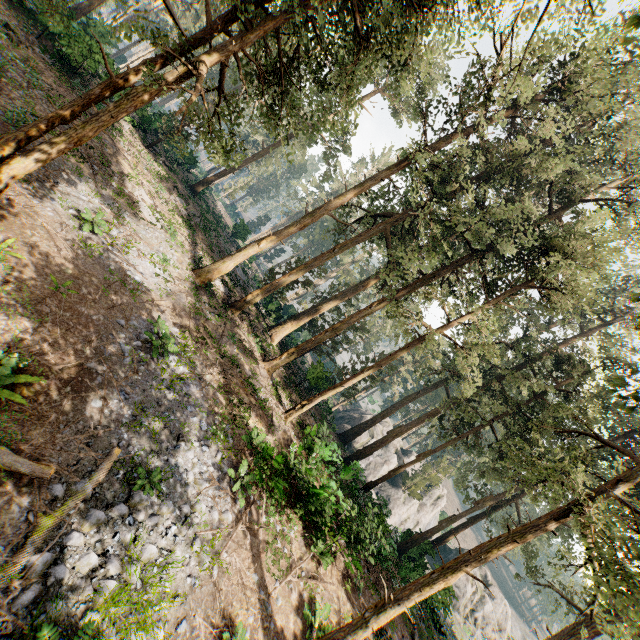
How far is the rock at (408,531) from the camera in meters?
30.1

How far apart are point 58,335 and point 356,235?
17.5m

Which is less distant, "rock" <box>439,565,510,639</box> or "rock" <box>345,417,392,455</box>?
"rock" <box>439,565,510,639</box>

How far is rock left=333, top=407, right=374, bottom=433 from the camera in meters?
41.7

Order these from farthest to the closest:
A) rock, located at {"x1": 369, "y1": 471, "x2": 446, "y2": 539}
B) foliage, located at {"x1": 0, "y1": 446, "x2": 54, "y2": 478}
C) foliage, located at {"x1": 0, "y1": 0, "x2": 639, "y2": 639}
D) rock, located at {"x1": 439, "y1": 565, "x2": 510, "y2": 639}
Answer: rock, located at {"x1": 439, "y1": 565, "x2": 510, "y2": 639} → rock, located at {"x1": 369, "y1": 471, "x2": 446, "y2": 539} → foliage, located at {"x1": 0, "y1": 0, "x2": 639, "y2": 639} → foliage, located at {"x1": 0, "y1": 446, "x2": 54, "y2": 478}
